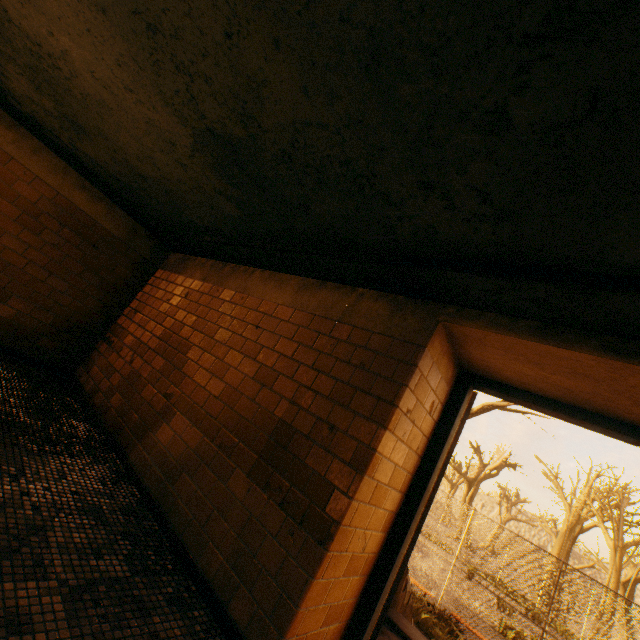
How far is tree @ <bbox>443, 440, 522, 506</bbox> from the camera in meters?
32.4 m

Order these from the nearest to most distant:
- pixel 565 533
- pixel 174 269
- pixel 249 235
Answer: pixel 249 235
pixel 174 269
pixel 565 533

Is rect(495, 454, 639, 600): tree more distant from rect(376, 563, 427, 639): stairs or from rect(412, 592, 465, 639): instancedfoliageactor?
rect(376, 563, 427, 639): stairs

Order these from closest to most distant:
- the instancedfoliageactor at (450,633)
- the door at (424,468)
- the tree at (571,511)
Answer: the door at (424,468) < the instancedfoliageactor at (450,633) < the tree at (571,511)

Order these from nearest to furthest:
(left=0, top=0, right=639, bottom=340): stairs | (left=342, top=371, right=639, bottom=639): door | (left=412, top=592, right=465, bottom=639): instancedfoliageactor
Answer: (left=0, top=0, right=639, bottom=340): stairs, (left=342, top=371, right=639, bottom=639): door, (left=412, top=592, right=465, bottom=639): instancedfoliageactor

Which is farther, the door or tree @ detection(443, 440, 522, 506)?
tree @ detection(443, 440, 522, 506)

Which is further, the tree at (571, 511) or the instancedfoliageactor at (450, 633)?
the tree at (571, 511)

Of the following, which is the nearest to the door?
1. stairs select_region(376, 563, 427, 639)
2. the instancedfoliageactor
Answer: stairs select_region(376, 563, 427, 639)
